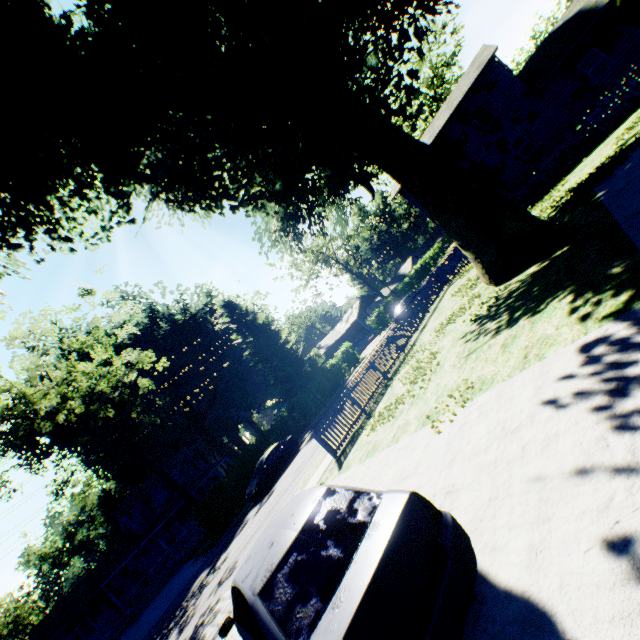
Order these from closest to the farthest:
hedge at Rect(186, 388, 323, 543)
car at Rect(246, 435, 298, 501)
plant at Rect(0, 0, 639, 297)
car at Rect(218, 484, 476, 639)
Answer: car at Rect(218, 484, 476, 639) < plant at Rect(0, 0, 639, 297) < car at Rect(246, 435, 298, 501) < hedge at Rect(186, 388, 323, 543)

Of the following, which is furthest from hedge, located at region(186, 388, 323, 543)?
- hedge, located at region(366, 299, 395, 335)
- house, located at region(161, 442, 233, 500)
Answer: hedge, located at region(366, 299, 395, 335)

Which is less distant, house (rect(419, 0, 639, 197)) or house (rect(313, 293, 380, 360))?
house (rect(419, 0, 639, 197))

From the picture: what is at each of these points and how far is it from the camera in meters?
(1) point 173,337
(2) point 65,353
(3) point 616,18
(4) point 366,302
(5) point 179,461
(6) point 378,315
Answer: (1) plant, 53.1 m
(2) plant, 42.0 m
(3) house, 17.7 m
(4) house, 58.5 m
(5) house, 41.2 m
(6) hedge, 45.0 m

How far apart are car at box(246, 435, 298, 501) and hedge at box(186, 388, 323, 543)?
2.7m

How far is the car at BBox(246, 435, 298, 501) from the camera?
20.4m

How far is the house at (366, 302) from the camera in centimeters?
5397cm

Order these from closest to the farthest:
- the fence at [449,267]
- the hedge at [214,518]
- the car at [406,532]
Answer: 1. the car at [406,532]
2. the fence at [449,267]
3. the hedge at [214,518]
